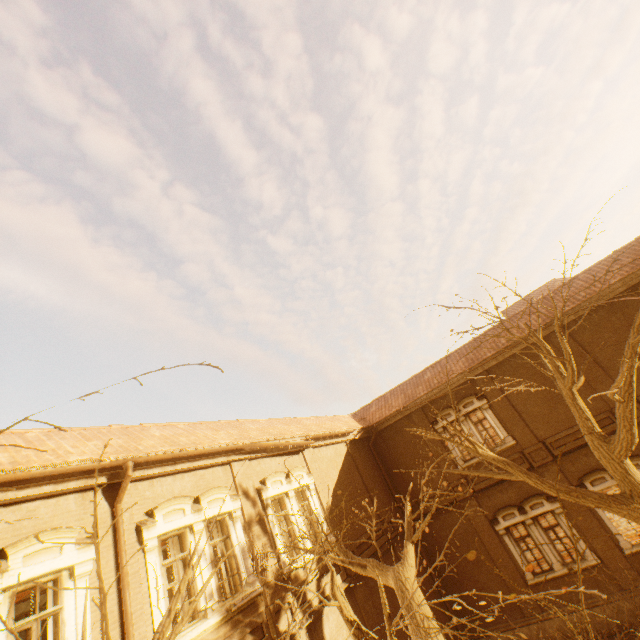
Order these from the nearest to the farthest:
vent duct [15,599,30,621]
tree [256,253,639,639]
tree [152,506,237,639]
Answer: tree [152,506,237,639] < tree [256,253,639,639] < vent duct [15,599,30,621]

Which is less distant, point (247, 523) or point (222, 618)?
point (222, 618)

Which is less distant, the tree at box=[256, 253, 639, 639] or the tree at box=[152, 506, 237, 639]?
the tree at box=[152, 506, 237, 639]

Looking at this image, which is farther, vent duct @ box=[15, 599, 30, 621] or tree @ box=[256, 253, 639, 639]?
vent duct @ box=[15, 599, 30, 621]

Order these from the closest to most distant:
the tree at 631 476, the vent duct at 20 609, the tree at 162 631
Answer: the tree at 162 631 < the tree at 631 476 < the vent duct at 20 609

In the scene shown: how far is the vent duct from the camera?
13.0m

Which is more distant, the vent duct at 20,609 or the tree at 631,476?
the vent duct at 20,609
